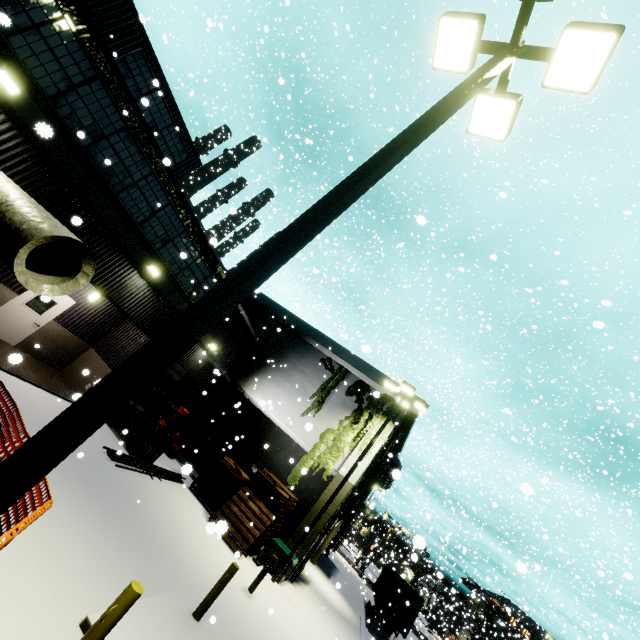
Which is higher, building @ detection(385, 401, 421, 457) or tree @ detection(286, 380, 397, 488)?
building @ detection(385, 401, 421, 457)

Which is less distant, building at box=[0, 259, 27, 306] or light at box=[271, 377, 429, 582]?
building at box=[0, 259, 27, 306]

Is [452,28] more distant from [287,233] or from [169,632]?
[169,632]

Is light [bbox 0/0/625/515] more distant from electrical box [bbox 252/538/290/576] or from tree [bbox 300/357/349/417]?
electrical box [bbox 252/538/290/576]

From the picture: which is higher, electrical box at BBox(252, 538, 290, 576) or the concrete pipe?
the concrete pipe

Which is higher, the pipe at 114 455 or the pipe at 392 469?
the pipe at 392 469

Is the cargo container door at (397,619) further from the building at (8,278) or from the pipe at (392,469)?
the pipe at (392,469)

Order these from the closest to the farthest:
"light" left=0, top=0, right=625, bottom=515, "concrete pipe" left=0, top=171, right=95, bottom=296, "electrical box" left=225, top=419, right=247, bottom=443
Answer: "light" left=0, top=0, right=625, bottom=515 < "concrete pipe" left=0, top=171, right=95, bottom=296 < "electrical box" left=225, top=419, right=247, bottom=443
